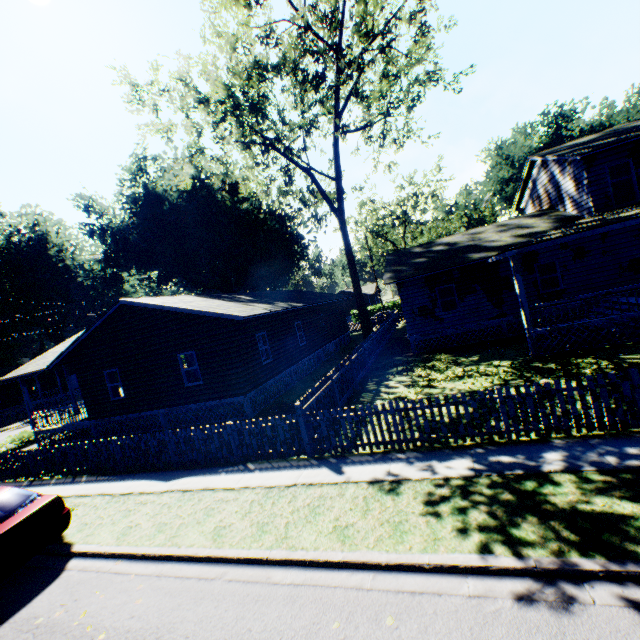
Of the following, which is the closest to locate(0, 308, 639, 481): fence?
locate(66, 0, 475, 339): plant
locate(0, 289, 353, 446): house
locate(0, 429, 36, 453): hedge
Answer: locate(0, 429, 36, 453): hedge

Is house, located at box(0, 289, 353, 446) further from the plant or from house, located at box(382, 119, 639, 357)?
house, located at box(382, 119, 639, 357)

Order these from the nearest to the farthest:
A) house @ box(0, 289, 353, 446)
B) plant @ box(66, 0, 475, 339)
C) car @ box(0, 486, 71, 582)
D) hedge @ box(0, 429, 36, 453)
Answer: car @ box(0, 486, 71, 582) → house @ box(0, 289, 353, 446) → hedge @ box(0, 429, 36, 453) → plant @ box(66, 0, 475, 339)

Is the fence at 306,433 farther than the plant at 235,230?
No

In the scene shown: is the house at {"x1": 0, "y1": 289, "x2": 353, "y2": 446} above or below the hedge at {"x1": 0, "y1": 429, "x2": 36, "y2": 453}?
above

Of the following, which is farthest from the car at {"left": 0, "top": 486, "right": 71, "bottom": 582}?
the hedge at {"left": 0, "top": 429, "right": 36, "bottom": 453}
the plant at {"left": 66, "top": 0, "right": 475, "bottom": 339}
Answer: the hedge at {"left": 0, "top": 429, "right": 36, "bottom": 453}

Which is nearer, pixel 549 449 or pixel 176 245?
pixel 549 449

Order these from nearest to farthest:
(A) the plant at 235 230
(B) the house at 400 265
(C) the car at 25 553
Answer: (C) the car at 25 553 < (B) the house at 400 265 < (A) the plant at 235 230
